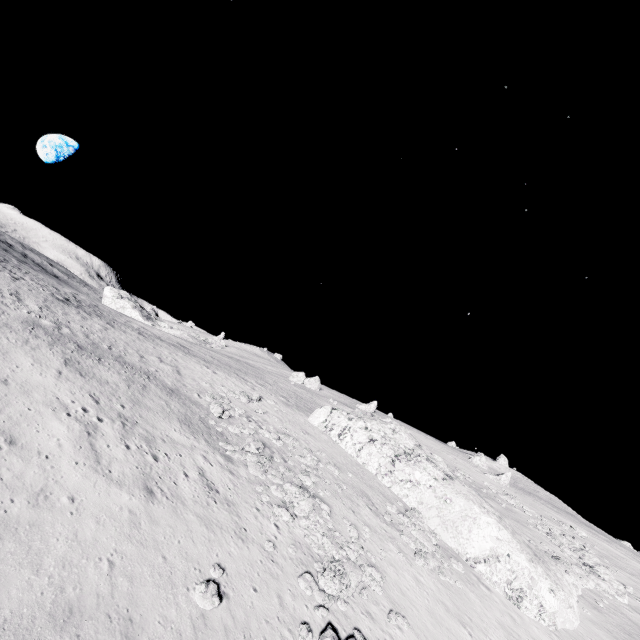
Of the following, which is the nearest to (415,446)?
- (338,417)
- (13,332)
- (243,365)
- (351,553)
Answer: (338,417)

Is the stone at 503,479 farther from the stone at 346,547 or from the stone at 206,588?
the stone at 206,588

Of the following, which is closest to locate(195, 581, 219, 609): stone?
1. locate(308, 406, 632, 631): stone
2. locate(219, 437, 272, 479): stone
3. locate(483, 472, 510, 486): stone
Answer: locate(219, 437, 272, 479): stone

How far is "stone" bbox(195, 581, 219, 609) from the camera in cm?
1120

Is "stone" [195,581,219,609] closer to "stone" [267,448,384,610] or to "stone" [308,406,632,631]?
"stone" [267,448,384,610]

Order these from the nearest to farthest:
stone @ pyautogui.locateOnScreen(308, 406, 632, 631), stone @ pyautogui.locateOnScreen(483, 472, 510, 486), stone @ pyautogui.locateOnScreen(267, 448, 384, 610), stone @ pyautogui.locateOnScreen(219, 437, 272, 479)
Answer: stone @ pyautogui.locateOnScreen(267, 448, 384, 610) → stone @ pyautogui.locateOnScreen(219, 437, 272, 479) → stone @ pyautogui.locateOnScreen(308, 406, 632, 631) → stone @ pyautogui.locateOnScreen(483, 472, 510, 486)
